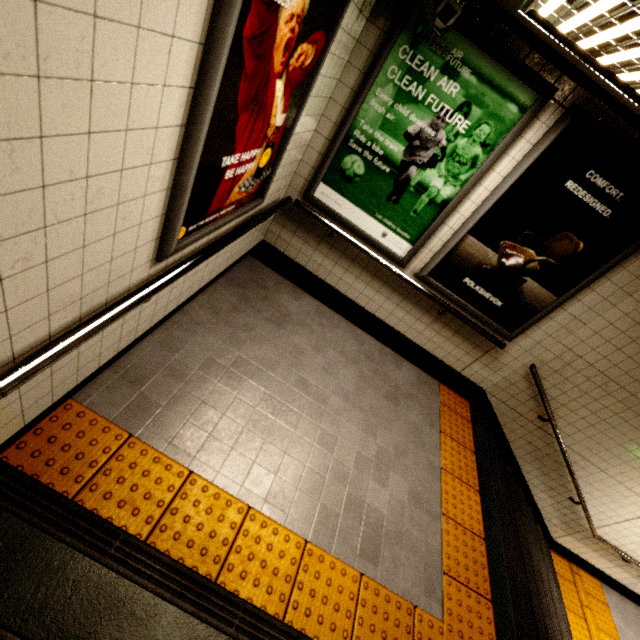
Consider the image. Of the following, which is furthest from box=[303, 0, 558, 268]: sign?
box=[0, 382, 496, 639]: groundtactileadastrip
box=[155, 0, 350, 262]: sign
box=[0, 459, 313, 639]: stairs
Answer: box=[0, 459, 313, 639]: stairs

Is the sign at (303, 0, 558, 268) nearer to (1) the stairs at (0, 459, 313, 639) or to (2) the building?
(2) the building

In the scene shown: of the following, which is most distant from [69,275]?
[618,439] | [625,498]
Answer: [625,498]

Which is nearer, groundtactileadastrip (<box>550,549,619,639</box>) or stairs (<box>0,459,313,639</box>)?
stairs (<box>0,459,313,639</box>)

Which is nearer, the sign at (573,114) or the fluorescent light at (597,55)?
the fluorescent light at (597,55)

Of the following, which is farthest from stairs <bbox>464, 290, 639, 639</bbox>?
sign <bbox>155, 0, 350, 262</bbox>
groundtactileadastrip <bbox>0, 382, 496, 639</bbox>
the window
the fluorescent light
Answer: sign <bbox>155, 0, 350, 262</bbox>

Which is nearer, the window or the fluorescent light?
the fluorescent light

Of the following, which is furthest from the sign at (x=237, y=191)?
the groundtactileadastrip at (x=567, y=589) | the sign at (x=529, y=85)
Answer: the groundtactileadastrip at (x=567, y=589)
